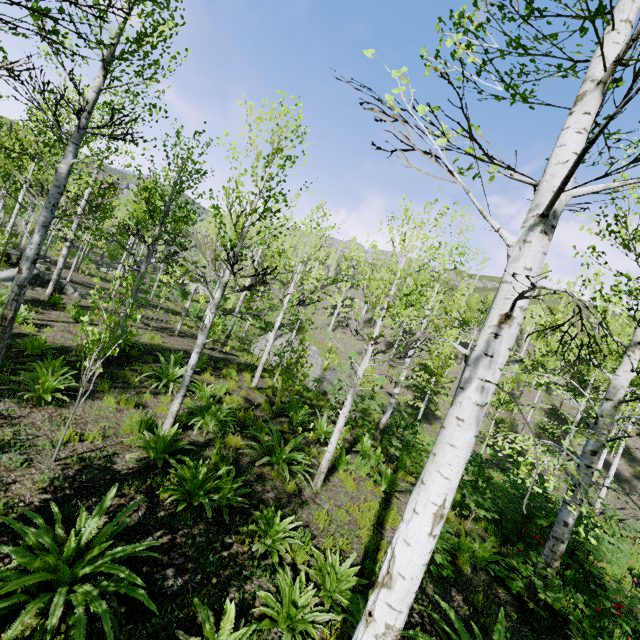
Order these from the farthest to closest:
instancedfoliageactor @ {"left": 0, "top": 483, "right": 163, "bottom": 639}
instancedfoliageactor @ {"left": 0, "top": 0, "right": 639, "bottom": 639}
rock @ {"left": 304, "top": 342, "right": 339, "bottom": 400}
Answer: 1. rock @ {"left": 304, "top": 342, "right": 339, "bottom": 400}
2. instancedfoliageactor @ {"left": 0, "top": 483, "right": 163, "bottom": 639}
3. instancedfoliageactor @ {"left": 0, "top": 0, "right": 639, "bottom": 639}

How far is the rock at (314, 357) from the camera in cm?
2284

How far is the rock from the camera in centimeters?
2284cm

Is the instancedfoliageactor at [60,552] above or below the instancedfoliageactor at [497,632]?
below

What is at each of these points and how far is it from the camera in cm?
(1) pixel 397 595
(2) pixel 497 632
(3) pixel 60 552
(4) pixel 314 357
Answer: (1) instancedfoliageactor, 183
(2) instancedfoliageactor, 429
(3) instancedfoliageactor, 338
(4) rock, 2448

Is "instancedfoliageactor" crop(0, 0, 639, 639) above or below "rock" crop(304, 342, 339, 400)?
below

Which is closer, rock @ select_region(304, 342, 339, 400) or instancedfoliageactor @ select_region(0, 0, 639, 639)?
instancedfoliageactor @ select_region(0, 0, 639, 639)

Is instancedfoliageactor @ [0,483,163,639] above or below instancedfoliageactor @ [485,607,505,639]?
below
